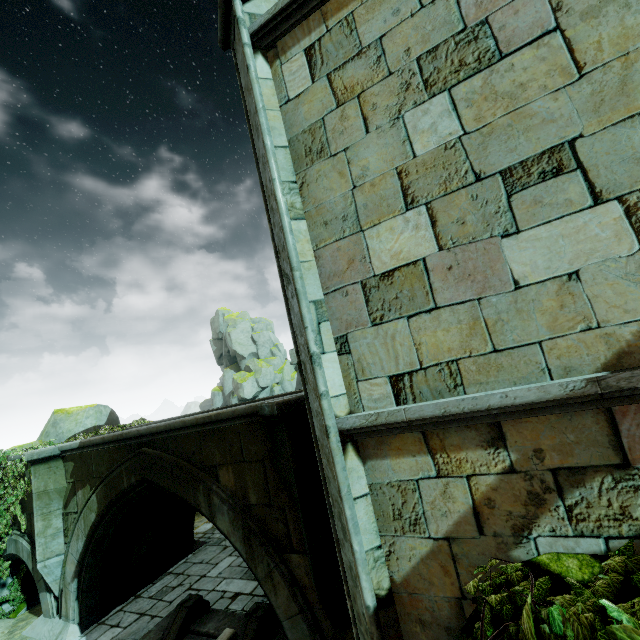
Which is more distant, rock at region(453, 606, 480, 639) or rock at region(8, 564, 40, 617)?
rock at region(8, 564, 40, 617)

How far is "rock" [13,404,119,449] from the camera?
15.84m

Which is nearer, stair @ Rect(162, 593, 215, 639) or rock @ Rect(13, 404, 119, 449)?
stair @ Rect(162, 593, 215, 639)

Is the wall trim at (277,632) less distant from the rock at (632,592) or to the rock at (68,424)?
the rock at (632,592)

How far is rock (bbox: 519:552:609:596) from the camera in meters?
2.0

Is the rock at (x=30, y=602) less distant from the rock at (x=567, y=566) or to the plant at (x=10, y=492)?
the plant at (x=10, y=492)

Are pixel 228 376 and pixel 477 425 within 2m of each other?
no
